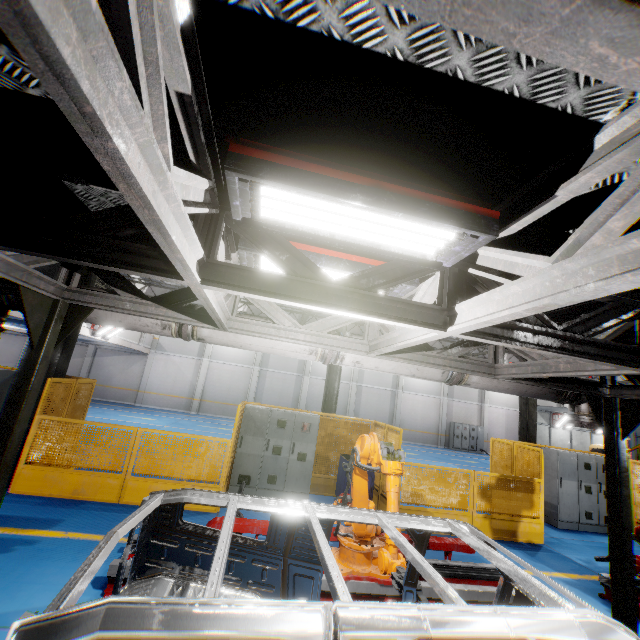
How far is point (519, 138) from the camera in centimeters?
166cm

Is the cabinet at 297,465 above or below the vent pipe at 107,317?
below

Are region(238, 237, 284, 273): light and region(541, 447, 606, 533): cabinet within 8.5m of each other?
no

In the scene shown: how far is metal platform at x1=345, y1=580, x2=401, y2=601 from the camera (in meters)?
4.35

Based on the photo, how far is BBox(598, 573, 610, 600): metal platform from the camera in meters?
5.6

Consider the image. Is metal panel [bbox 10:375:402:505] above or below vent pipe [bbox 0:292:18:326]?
below

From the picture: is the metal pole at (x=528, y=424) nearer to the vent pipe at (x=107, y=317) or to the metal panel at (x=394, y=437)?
the metal panel at (x=394, y=437)

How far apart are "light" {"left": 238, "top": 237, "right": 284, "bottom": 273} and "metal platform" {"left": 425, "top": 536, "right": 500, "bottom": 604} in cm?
381
